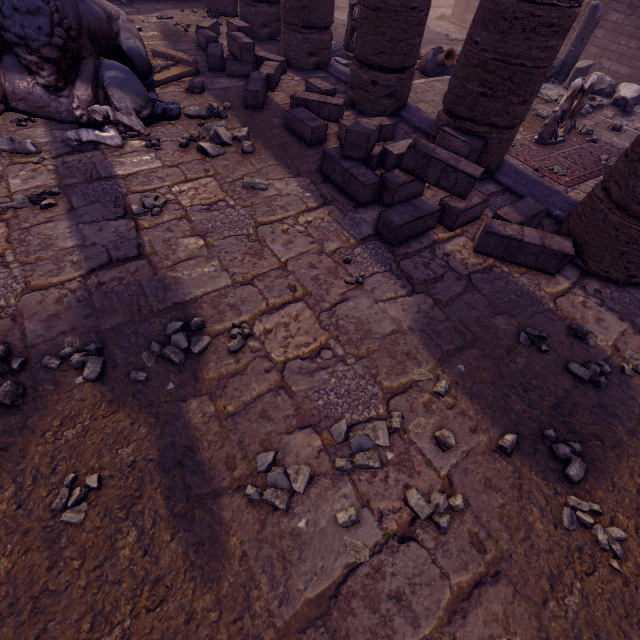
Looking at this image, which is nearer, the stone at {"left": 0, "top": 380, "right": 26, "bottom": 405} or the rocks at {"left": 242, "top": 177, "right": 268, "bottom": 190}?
A: the stone at {"left": 0, "top": 380, "right": 26, "bottom": 405}

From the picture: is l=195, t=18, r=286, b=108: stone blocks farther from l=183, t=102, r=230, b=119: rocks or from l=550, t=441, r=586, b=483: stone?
l=550, t=441, r=586, b=483: stone

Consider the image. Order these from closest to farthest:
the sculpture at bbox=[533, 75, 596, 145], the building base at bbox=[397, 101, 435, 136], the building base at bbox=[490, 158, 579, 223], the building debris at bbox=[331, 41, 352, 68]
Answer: the building base at bbox=[490, 158, 579, 223], the building base at bbox=[397, 101, 435, 136], the sculpture at bbox=[533, 75, 596, 145], the building debris at bbox=[331, 41, 352, 68]

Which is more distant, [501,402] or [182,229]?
[182,229]

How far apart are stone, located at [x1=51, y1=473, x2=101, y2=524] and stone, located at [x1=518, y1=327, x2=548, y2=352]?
3.4m

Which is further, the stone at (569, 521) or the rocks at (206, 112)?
the rocks at (206, 112)

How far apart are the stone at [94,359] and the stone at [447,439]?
2.49m

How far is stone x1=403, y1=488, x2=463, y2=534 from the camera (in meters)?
1.93
